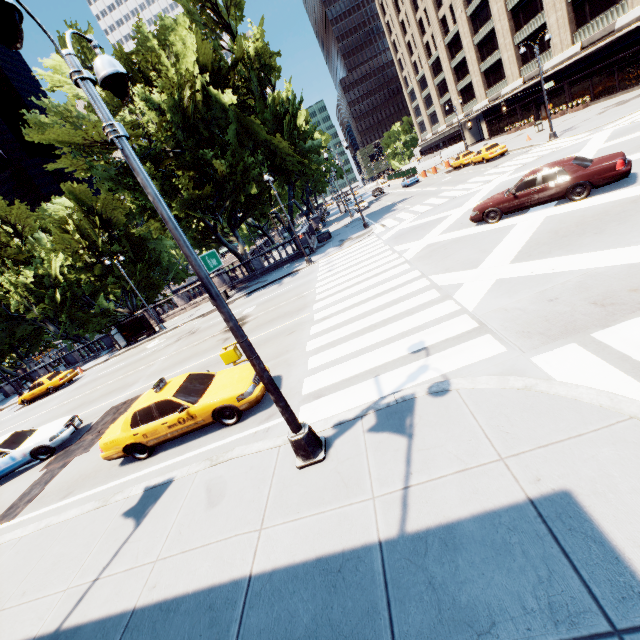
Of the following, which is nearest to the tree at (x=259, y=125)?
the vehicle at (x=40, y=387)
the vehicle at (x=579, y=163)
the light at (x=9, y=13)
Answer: the vehicle at (x=40, y=387)

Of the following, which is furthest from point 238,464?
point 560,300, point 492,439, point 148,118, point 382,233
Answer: point 148,118

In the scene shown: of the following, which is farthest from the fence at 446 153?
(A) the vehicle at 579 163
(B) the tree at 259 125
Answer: (A) the vehicle at 579 163

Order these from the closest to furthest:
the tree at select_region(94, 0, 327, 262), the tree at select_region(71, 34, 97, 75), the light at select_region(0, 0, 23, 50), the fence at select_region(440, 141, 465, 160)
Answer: the light at select_region(0, 0, 23, 50) < the tree at select_region(94, 0, 327, 262) < the tree at select_region(71, 34, 97, 75) < the fence at select_region(440, 141, 465, 160)

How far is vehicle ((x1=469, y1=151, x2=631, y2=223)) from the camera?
11.0 meters

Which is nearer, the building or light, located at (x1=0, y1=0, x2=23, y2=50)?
light, located at (x1=0, y1=0, x2=23, y2=50)

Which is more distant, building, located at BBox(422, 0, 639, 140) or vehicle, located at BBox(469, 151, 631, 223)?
building, located at BBox(422, 0, 639, 140)

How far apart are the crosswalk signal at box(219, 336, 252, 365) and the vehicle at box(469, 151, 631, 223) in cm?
1278
